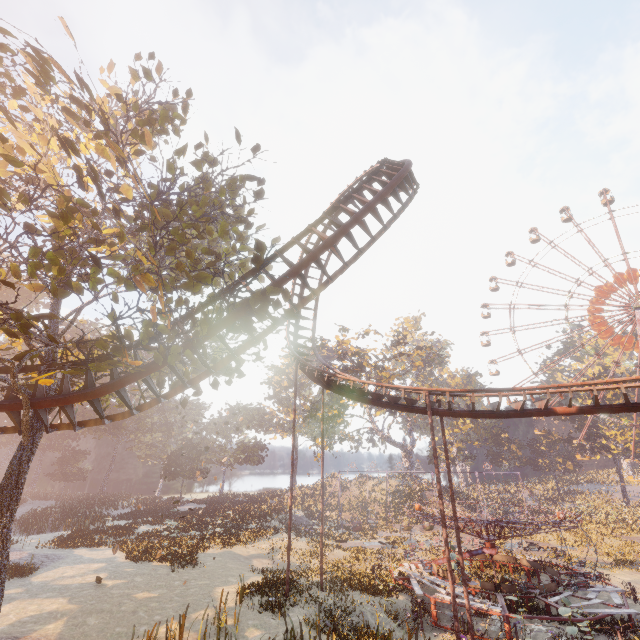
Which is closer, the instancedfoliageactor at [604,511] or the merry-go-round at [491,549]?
the merry-go-round at [491,549]

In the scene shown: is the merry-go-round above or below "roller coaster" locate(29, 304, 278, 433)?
below

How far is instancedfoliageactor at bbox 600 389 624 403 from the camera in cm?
5122

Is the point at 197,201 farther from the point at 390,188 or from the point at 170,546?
the point at 170,546

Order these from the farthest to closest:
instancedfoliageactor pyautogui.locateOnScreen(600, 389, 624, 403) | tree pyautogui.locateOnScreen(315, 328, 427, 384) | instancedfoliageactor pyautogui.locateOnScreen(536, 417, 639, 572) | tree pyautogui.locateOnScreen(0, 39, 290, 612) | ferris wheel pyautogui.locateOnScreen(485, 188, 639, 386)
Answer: instancedfoliageactor pyautogui.locateOnScreen(600, 389, 624, 403) → ferris wheel pyautogui.locateOnScreen(485, 188, 639, 386) → tree pyautogui.locateOnScreen(315, 328, 427, 384) → instancedfoliageactor pyautogui.locateOnScreen(536, 417, 639, 572) → tree pyautogui.locateOnScreen(0, 39, 290, 612)

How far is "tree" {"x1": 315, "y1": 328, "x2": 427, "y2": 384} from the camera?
45.7 meters

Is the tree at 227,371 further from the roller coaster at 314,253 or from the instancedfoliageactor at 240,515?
the instancedfoliageactor at 240,515

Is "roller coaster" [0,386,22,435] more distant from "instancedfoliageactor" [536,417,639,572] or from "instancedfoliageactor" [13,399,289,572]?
"instancedfoliageactor" [536,417,639,572]
